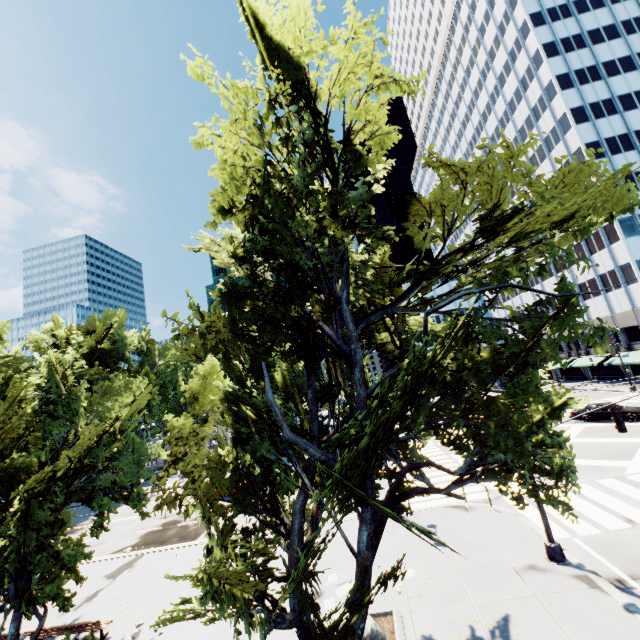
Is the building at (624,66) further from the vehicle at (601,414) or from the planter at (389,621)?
the planter at (389,621)

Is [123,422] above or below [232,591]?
above

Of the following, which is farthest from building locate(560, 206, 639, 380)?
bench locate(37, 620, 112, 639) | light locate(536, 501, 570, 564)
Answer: bench locate(37, 620, 112, 639)

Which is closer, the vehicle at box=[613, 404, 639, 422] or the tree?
the tree

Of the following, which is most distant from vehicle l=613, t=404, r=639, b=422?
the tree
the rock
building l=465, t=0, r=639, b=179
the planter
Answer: the rock

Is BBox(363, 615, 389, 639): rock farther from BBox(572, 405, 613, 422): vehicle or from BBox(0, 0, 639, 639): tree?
BBox(572, 405, 613, 422): vehicle

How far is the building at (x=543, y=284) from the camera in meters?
52.1

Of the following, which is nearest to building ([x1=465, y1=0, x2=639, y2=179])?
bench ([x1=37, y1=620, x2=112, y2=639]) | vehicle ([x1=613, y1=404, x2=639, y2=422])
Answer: vehicle ([x1=613, y1=404, x2=639, y2=422])
